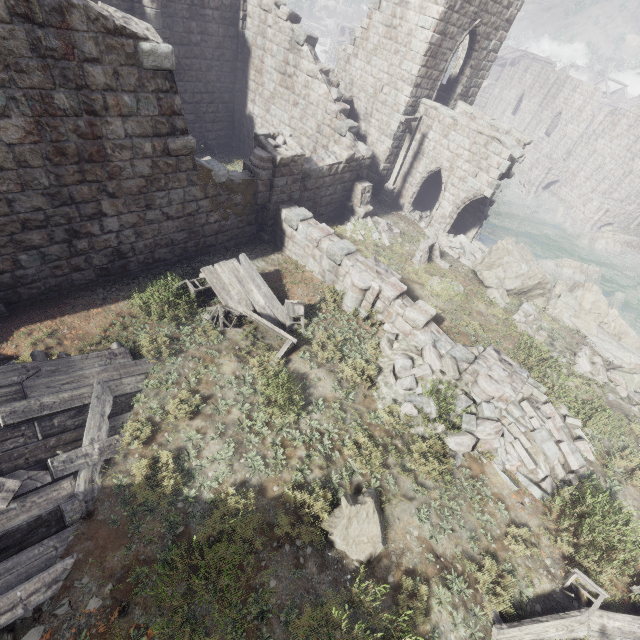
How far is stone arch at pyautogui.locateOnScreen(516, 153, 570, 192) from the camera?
35.9m

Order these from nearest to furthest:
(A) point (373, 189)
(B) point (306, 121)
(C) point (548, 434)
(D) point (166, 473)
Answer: (D) point (166, 473) < (C) point (548, 434) < (B) point (306, 121) < (A) point (373, 189)

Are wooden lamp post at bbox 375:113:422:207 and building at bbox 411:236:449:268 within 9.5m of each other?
yes

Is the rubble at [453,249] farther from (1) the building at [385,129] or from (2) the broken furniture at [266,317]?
(2) the broken furniture at [266,317]

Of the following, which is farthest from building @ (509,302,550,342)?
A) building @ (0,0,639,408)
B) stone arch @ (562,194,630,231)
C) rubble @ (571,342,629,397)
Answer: stone arch @ (562,194,630,231)

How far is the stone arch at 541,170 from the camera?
35.9m

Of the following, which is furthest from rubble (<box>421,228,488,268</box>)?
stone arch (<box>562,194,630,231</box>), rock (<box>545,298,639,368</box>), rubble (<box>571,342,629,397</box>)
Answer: stone arch (<box>562,194,630,231</box>)

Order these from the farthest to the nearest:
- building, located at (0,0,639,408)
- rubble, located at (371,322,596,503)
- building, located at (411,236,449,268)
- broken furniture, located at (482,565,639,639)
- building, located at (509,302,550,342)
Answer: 1. building, located at (411,236,449,268)
2. building, located at (509,302,550,342)
3. rubble, located at (371,322,596,503)
4. building, located at (0,0,639,408)
5. broken furniture, located at (482,565,639,639)
